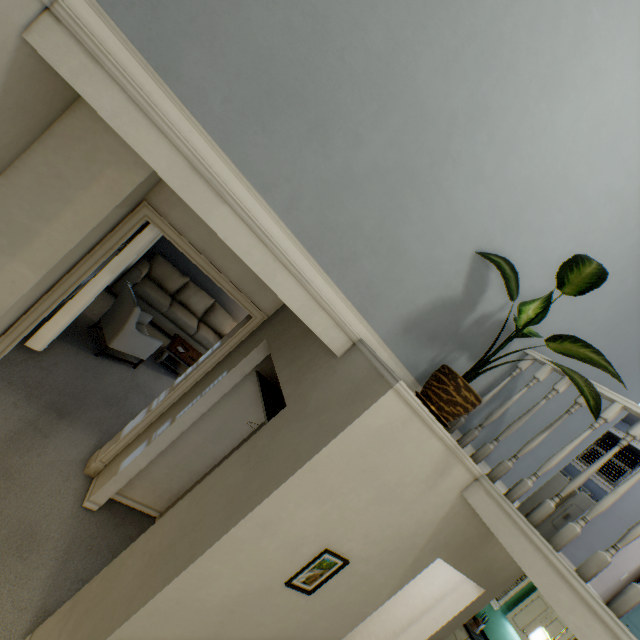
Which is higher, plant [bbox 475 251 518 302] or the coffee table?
plant [bbox 475 251 518 302]

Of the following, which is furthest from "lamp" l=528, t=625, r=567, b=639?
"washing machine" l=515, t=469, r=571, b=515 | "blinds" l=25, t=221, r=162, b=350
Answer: "blinds" l=25, t=221, r=162, b=350

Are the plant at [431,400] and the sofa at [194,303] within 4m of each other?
no

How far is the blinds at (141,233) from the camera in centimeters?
324cm

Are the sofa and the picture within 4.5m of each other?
no

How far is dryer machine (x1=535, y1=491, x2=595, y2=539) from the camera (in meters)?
4.68

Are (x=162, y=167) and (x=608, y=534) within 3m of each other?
no

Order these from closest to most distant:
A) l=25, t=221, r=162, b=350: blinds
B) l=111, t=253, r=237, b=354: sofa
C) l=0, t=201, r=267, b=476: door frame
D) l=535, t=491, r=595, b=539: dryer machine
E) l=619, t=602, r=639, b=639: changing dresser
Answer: l=0, t=201, r=267, b=476: door frame → l=25, t=221, r=162, b=350: blinds → l=619, t=602, r=639, b=639: changing dresser → l=535, t=491, r=595, b=539: dryer machine → l=111, t=253, r=237, b=354: sofa
